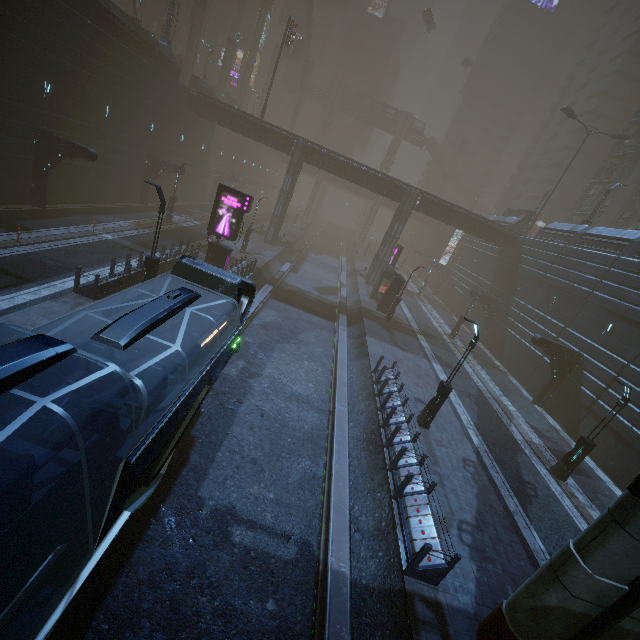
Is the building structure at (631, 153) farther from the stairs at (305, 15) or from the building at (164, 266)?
the stairs at (305, 15)

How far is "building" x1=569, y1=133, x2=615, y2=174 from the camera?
57.3 meters

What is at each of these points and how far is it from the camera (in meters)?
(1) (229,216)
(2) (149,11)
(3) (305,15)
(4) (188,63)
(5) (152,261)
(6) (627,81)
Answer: (1) sign, 21.34
(2) building, 39.31
(3) stairs, 56.31
(4) sm, 39.03
(5) street light, 14.80
(6) building, 54.91

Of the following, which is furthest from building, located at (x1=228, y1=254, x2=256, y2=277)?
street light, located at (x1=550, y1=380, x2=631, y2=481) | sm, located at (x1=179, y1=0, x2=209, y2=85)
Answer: street light, located at (x1=550, y1=380, x2=631, y2=481)

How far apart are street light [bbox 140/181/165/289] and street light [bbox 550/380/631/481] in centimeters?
2157cm

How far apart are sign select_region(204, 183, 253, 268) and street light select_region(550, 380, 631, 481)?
21.51m

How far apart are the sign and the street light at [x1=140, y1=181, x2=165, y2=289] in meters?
6.8

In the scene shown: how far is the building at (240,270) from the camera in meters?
22.8
